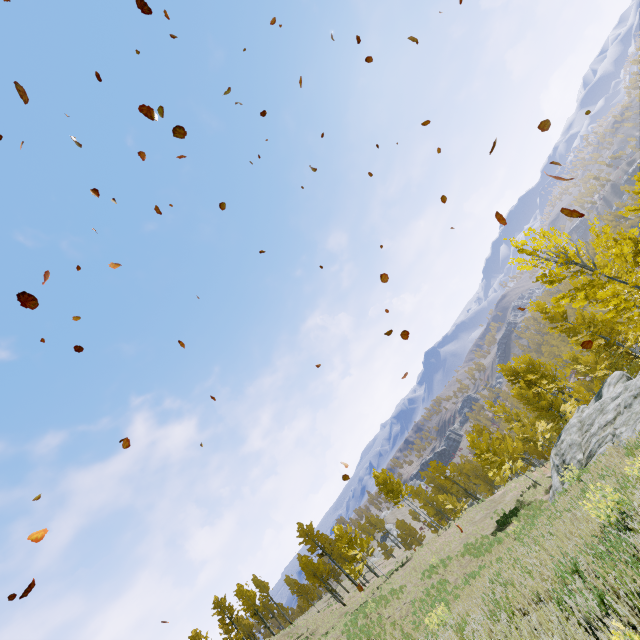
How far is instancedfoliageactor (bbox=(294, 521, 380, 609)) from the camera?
31.48m

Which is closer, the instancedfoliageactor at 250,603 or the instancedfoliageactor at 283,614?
the instancedfoliageactor at 250,603

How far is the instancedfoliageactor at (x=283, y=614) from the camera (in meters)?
56.69

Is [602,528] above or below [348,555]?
below

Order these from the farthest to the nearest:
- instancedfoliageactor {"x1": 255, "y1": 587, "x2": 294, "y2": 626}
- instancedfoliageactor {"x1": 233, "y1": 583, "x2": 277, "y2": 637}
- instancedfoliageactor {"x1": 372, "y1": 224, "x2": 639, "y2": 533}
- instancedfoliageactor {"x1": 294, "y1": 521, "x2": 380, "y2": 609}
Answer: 1. instancedfoliageactor {"x1": 255, "y1": 587, "x2": 294, "y2": 626}
2. instancedfoliageactor {"x1": 233, "y1": 583, "x2": 277, "y2": 637}
3. instancedfoliageactor {"x1": 294, "y1": 521, "x2": 380, "y2": 609}
4. instancedfoliageactor {"x1": 372, "y1": 224, "x2": 639, "y2": 533}

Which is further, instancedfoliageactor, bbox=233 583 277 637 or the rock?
instancedfoliageactor, bbox=233 583 277 637
